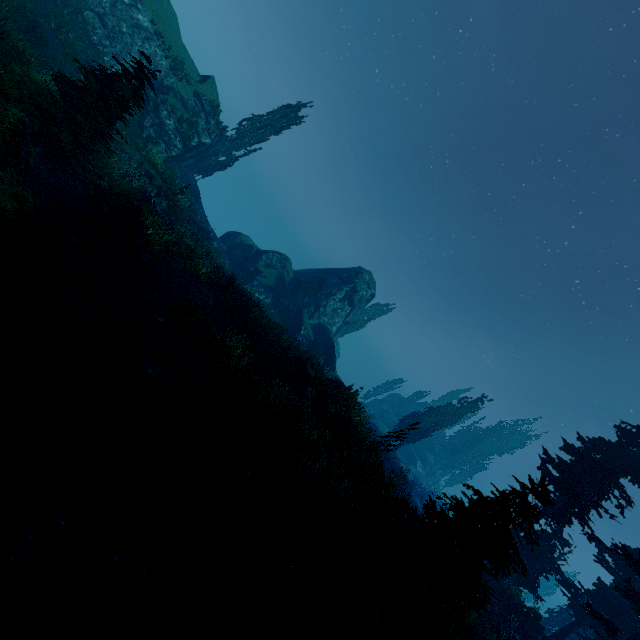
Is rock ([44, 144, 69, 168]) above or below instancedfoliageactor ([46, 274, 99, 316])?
above

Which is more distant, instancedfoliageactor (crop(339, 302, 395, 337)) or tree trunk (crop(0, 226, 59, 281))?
instancedfoliageactor (crop(339, 302, 395, 337))

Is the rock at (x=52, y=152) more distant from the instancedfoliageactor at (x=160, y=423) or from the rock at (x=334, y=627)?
the rock at (x=334, y=627)

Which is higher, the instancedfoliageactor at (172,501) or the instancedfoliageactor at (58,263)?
the instancedfoliageactor at (172,501)

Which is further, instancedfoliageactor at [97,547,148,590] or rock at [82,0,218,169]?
rock at [82,0,218,169]

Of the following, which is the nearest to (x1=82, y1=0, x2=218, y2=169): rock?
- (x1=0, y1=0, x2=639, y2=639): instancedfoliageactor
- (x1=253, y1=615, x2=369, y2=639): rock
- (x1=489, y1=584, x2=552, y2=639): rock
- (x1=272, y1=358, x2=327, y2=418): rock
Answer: (x1=0, y1=0, x2=639, y2=639): instancedfoliageactor

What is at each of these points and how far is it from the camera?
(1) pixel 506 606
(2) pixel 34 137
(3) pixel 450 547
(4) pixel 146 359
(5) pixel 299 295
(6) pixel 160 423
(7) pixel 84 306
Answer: (1) rock, 19.48m
(2) rock, 10.98m
(3) instancedfoliageactor, 6.44m
(4) instancedfoliageactor, 9.54m
(5) instancedfoliageactor, 36.53m
(6) instancedfoliageactor, 8.05m
(7) instancedfoliageactor, 9.04m
